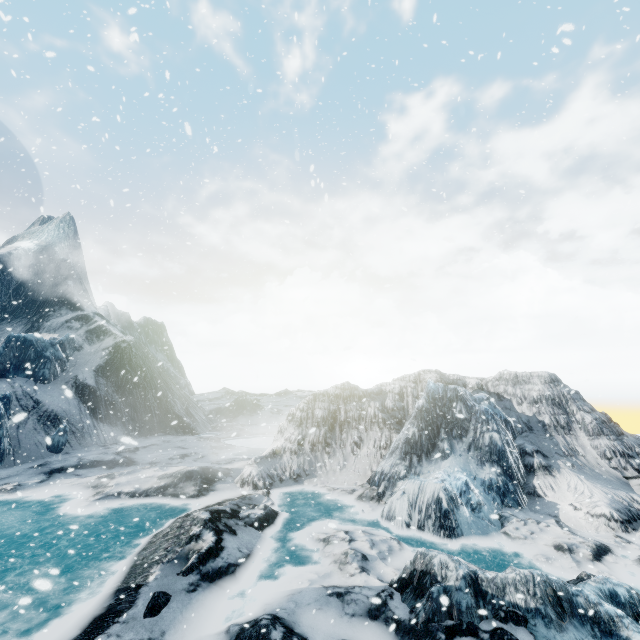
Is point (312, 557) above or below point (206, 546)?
below
